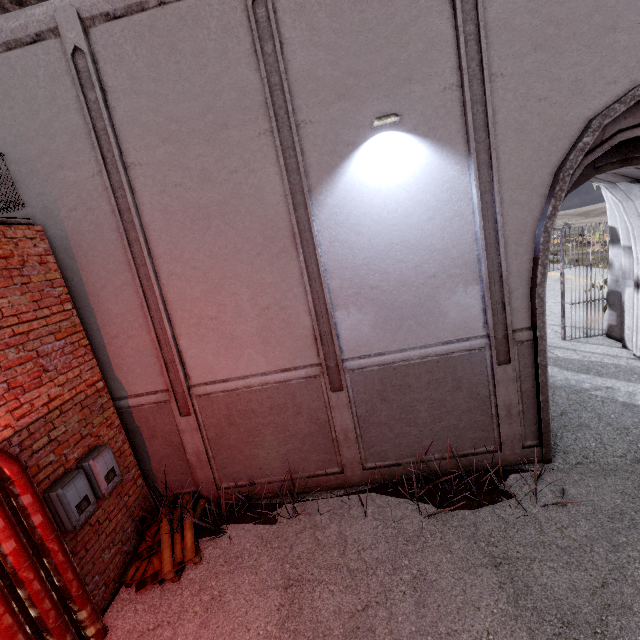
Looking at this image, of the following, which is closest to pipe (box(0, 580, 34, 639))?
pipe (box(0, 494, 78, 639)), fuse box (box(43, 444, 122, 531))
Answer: pipe (box(0, 494, 78, 639))

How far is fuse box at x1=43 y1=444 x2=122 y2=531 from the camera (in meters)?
3.76

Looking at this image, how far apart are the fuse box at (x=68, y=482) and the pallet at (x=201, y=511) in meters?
1.1

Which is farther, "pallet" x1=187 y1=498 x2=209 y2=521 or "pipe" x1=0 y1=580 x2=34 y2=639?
"pallet" x1=187 y1=498 x2=209 y2=521

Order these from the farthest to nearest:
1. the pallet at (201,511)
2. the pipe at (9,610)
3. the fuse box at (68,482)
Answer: the pallet at (201,511), the fuse box at (68,482), the pipe at (9,610)

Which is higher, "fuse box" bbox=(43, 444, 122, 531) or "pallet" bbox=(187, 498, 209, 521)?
"fuse box" bbox=(43, 444, 122, 531)

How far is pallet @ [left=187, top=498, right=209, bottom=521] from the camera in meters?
5.0 m

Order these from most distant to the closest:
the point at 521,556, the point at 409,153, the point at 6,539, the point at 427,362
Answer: the point at 427,362 < the point at 409,153 < the point at 521,556 < the point at 6,539
